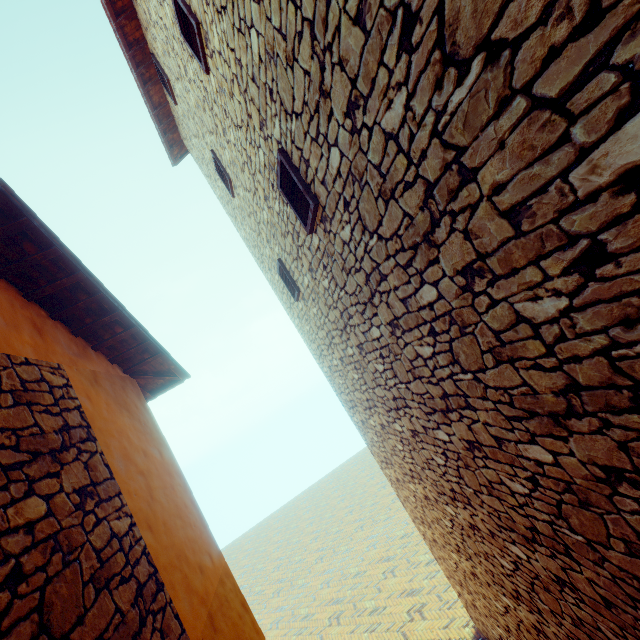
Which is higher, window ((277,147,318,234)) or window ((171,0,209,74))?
window ((171,0,209,74))

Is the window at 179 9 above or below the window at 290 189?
above

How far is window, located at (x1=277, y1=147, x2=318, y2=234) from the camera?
3.1 meters

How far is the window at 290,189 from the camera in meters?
3.1

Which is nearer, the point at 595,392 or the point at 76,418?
the point at 595,392
